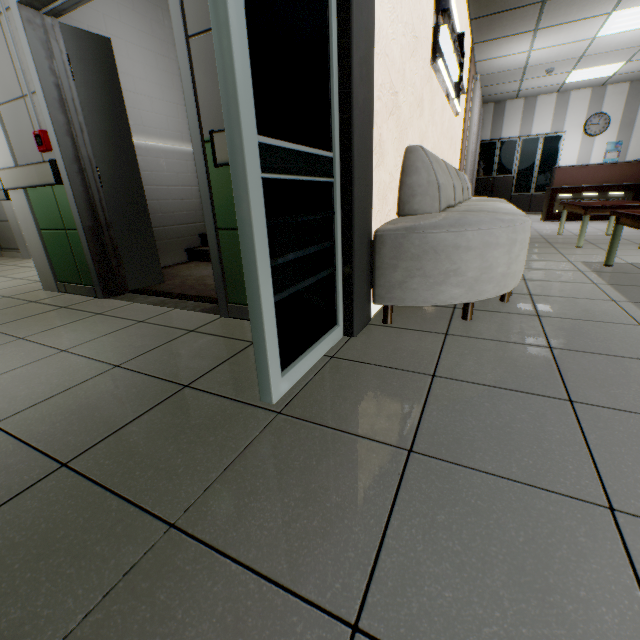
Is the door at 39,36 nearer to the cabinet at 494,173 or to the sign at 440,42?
the sign at 440,42

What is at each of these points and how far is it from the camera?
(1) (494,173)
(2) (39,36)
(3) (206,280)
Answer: (1) cabinet, 10.01m
(2) door, 2.29m
(3) stairs, 3.43m

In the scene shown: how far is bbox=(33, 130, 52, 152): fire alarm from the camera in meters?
2.5

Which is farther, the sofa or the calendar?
the calendar

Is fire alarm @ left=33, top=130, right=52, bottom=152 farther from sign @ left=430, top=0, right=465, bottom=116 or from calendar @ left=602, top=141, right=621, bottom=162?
Result: calendar @ left=602, top=141, right=621, bottom=162

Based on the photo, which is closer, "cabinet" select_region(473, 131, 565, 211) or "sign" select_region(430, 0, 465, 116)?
"sign" select_region(430, 0, 465, 116)

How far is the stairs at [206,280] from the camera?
2.87m

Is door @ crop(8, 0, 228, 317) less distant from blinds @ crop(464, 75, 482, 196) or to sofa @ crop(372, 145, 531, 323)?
sofa @ crop(372, 145, 531, 323)
